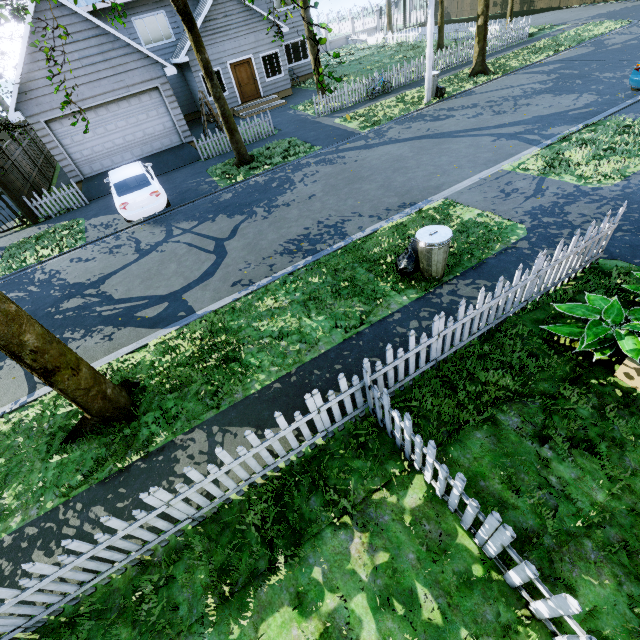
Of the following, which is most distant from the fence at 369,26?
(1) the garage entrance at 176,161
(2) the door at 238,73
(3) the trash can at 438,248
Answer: (2) the door at 238,73

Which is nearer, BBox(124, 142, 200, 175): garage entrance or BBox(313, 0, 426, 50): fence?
BBox(124, 142, 200, 175): garage entrance

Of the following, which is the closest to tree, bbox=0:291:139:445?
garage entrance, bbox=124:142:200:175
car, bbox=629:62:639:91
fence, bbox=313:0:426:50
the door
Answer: fence, bbox=313:0:426:50

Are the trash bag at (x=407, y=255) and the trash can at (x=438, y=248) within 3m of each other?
yes

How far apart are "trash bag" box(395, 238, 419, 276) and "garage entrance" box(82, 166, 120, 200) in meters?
13.2 m

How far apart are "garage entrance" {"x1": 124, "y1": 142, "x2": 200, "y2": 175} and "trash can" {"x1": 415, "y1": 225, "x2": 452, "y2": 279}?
13.7m

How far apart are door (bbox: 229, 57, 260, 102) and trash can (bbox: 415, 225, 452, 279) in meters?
20.4

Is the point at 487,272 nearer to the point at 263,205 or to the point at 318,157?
the point at 263,205
